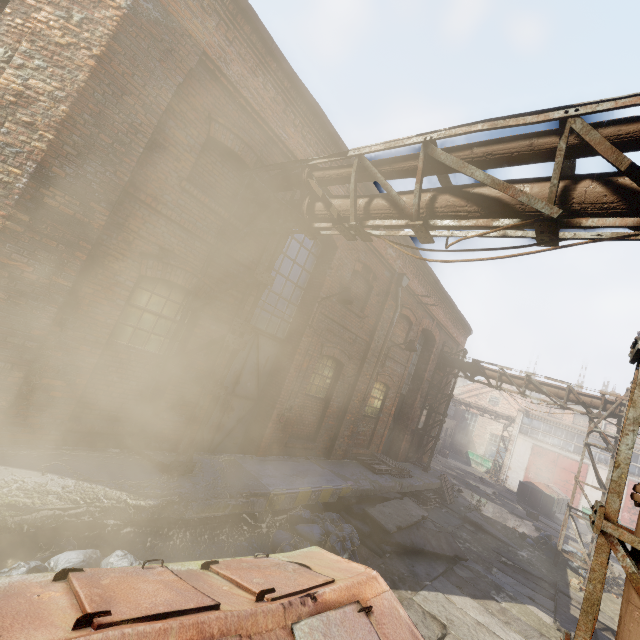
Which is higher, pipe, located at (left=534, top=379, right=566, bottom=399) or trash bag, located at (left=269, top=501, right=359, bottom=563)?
pipe, located at (left=534, top=379, right=566, bottom=399)

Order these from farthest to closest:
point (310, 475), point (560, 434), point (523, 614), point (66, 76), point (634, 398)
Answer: point (560, 434), point (310, 475), point (523, 614), point (66, 76), point (634, 398)

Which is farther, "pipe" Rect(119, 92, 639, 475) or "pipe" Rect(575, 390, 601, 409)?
"pipe" Rect(575, 390, 601, 409)

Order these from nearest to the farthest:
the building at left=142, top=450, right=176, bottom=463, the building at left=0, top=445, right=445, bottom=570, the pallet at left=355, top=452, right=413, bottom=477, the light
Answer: the building at left=0, top=445, right=445, bottom=570 → the building at left=142, top=450, right=176, bottom=463 → the light → the pallet at left=355, top=452, right=413, bottom=477

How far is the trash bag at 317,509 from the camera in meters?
5.8

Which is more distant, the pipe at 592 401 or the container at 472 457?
the container at 472 457

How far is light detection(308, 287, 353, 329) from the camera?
7.8 meters

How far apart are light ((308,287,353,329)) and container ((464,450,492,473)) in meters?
31.6
